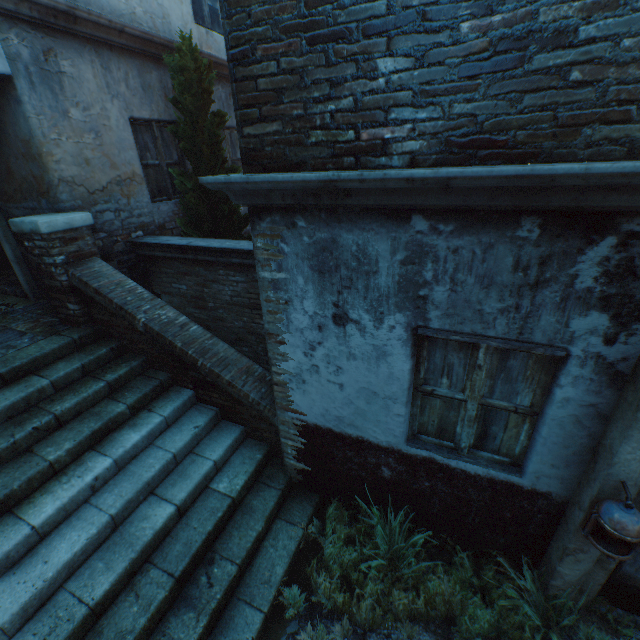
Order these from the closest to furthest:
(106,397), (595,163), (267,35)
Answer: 1. (595,163)
2. (267,35)
3. (106,397)

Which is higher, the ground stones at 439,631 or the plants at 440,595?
the plants at 440,595

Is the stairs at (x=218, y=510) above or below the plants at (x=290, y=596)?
above

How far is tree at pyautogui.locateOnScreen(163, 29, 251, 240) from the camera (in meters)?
4.88

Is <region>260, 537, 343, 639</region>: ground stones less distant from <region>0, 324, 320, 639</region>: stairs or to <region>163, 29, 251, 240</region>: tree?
<region>0, 324, 320, 639</region>: stairs

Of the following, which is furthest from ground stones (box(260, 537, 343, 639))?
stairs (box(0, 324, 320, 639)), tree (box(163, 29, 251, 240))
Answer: tree (box(163, 29, 251, 240))

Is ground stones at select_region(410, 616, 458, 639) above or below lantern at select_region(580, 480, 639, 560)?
below

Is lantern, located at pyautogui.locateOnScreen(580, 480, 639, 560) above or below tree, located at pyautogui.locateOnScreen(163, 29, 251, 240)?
below
